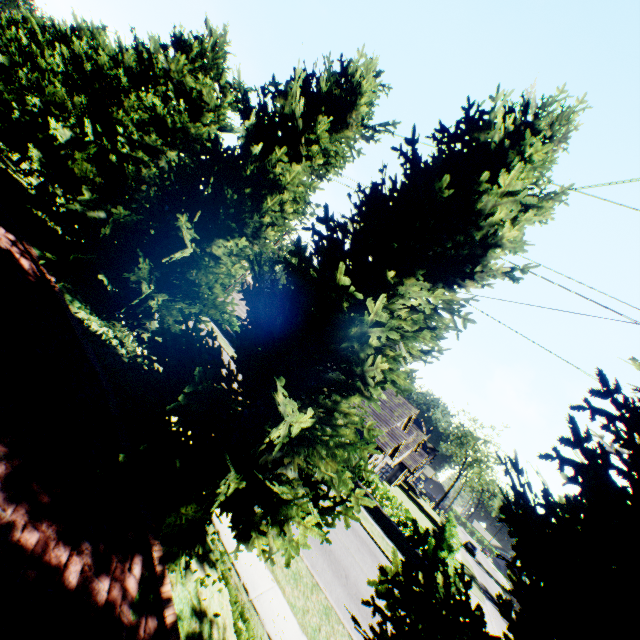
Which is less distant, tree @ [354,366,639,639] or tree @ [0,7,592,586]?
tree @ [354,366,639,639]

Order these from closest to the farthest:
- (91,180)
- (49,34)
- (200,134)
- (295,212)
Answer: (295,212) → (91,180) → (200,134) → (49,34)

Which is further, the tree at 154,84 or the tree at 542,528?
the tree at 154,84
